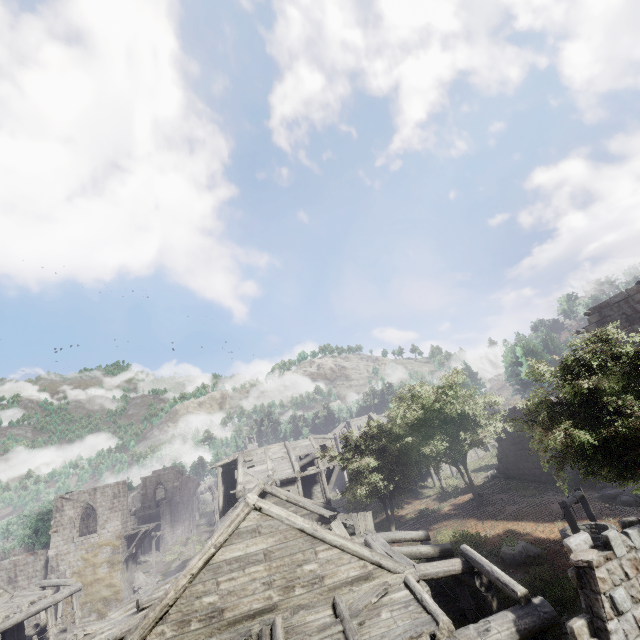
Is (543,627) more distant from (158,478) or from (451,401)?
(158,478)

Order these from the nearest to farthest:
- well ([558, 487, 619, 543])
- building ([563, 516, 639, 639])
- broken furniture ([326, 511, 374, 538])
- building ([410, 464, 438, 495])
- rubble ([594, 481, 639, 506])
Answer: building ([563, 516, 639, 639]) → well ([558, 487, 619, 543]) → broken furniture ([326, 511, 374, 538]) → rubble ([594, 481, 639, 506]) → building ([410, 464, 438, 495])

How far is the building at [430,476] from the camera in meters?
31.8

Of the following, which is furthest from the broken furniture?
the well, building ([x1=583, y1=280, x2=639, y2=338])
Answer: the well

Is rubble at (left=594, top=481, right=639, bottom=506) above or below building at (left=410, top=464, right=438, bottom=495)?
below

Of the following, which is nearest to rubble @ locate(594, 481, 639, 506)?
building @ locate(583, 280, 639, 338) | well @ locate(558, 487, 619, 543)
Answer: building @ locate(583, 280, 639, 338)

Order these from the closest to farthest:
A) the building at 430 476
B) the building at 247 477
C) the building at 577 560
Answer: the building at 577 560 < the building at 247 477 < the building at 430 476

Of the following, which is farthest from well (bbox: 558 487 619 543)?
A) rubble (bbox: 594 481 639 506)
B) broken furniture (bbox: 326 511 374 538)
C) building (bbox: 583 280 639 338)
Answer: broken furniture (bbox: 326 511 374 538)
